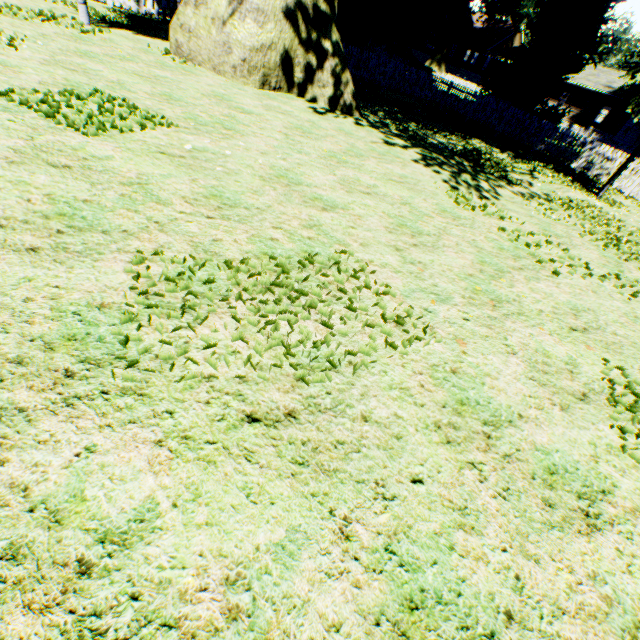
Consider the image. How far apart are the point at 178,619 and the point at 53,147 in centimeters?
459cm

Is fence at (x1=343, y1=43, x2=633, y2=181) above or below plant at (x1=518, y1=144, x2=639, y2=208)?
above

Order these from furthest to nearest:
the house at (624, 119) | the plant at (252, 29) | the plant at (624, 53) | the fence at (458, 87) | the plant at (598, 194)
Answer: the house at (624, 119) < the fence at (458, 87) < the plant at (598, 194) < the plant at (624, 53) < the plant at (252, 29)

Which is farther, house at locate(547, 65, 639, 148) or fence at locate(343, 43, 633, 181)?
house at locate(547, 65, 639, 148)

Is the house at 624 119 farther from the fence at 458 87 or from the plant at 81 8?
the plant at 81 8

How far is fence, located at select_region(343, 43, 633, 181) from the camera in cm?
1491

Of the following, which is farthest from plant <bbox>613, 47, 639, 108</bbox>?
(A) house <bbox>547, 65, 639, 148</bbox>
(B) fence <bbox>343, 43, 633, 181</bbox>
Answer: (A) house <bbox>547, 65, 639, 148</bbox>

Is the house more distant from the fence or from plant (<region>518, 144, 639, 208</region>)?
plant (<region>518, 144, 639, 208</region>)
